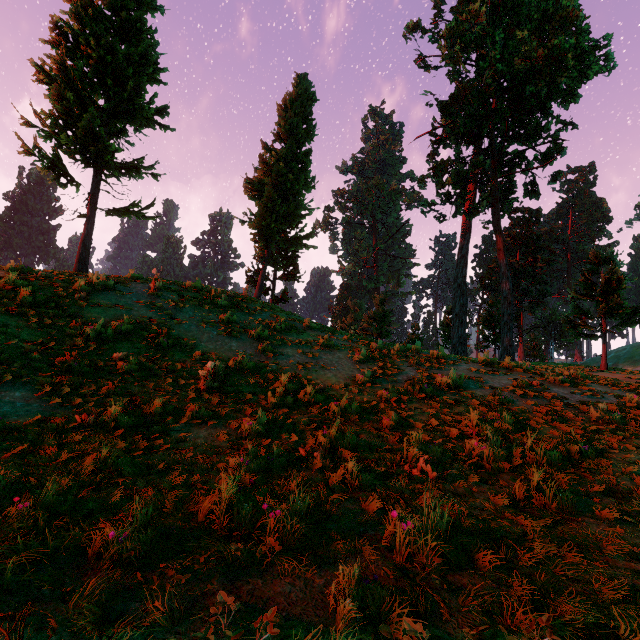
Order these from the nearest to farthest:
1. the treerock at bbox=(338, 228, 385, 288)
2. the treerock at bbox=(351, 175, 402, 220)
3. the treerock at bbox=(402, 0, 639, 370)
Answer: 1. the treerock at bbox=(402, 0, 639, 370)
2. the treerock at bbox=(338, 228, 385, 288)
3. the treerock at bbox=(351, 175, 402, 220)

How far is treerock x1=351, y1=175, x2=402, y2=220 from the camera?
54.27m

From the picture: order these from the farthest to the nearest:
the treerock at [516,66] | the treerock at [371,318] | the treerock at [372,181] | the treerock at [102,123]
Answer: the treerock at [372,181] < the treerock at [516,66] < the treerock at [371,318] < the treerock at [102,123]

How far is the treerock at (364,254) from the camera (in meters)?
53.14

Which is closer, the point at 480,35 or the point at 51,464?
the point at 51,464

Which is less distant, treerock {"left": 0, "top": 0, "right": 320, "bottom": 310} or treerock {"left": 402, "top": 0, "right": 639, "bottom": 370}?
treerock {"left": 0, "top": 0, "right": 320, "bottom": 310}

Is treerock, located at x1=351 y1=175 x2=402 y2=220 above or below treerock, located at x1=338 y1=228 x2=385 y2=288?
above
